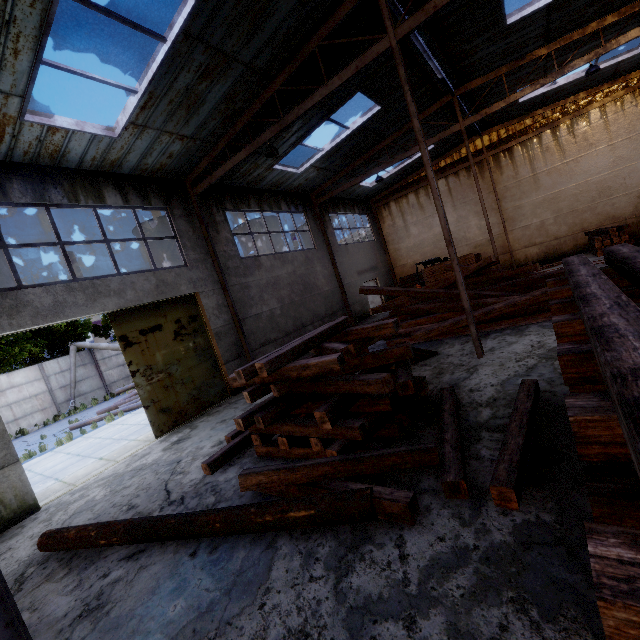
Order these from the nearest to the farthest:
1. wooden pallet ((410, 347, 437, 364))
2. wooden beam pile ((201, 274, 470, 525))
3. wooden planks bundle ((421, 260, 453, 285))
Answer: wooden beam pile ((201, 274, 470, 525)) → wooden pallet ((410, 347, 437, 364)) → wooden planks bundle ((421, 260, 453, 285))

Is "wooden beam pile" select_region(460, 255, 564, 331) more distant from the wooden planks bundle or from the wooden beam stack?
the wooden beam stack

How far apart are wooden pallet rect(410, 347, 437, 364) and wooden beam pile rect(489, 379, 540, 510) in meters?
3.4

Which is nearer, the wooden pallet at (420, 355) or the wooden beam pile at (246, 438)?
the wooden beam pile at (246, 438)

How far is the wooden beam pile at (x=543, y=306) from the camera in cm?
873

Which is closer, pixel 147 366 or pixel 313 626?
pixel 313 626

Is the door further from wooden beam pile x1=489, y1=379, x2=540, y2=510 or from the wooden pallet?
wooden beam pile x1=489, y1=379, x2=540, y2=510

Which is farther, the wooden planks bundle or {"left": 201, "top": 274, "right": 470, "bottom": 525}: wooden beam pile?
the wooden planks bundle
